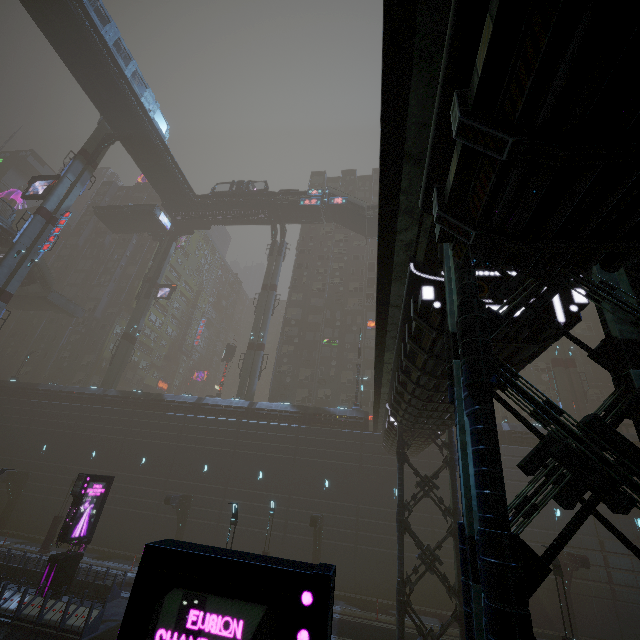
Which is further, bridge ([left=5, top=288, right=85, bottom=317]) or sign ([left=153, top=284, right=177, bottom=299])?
sign ([left=153, top=284, right=177, bottom=299])

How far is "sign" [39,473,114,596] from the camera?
16.23m

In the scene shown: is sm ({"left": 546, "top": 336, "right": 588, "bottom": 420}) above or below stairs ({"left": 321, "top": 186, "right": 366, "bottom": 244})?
below

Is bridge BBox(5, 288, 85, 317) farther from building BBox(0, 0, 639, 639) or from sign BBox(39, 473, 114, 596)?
sign BBox(39, 473, 114, 596)

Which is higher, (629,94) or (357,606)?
(629,94)

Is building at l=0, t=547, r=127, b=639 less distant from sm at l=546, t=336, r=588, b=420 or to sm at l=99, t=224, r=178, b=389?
sm at l=99, t=224, r=178, b=389

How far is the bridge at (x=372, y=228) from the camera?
40.69m

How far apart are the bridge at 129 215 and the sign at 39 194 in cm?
1300
